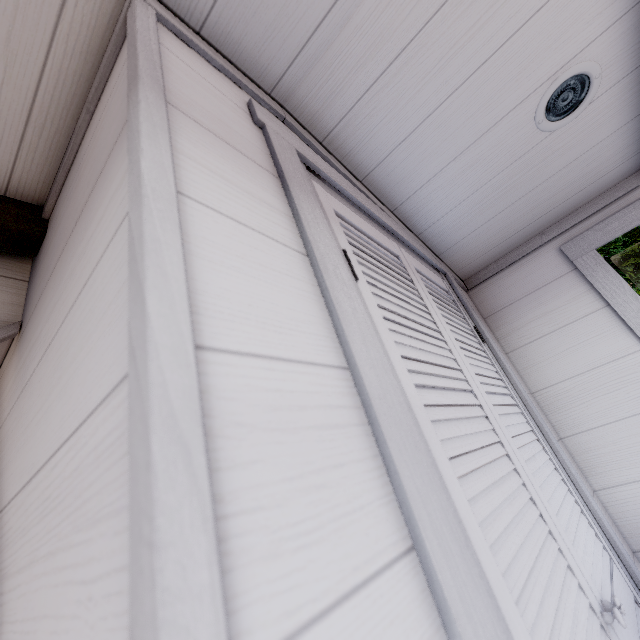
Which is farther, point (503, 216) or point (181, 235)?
point (503, 216)

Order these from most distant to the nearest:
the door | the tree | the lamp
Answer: the tree, the lamp, the door

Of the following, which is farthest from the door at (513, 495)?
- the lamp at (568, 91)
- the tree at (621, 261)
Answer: the tree at (621, 261)

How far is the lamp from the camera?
1.0 meters

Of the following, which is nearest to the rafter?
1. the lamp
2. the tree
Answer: A: the lamp

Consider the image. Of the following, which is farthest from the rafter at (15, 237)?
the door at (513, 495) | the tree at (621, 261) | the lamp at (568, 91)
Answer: the tree at (621, 261)

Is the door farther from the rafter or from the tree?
the tree

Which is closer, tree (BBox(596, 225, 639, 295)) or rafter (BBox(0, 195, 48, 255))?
rafter (BBox(0, 195, 48, 255))
